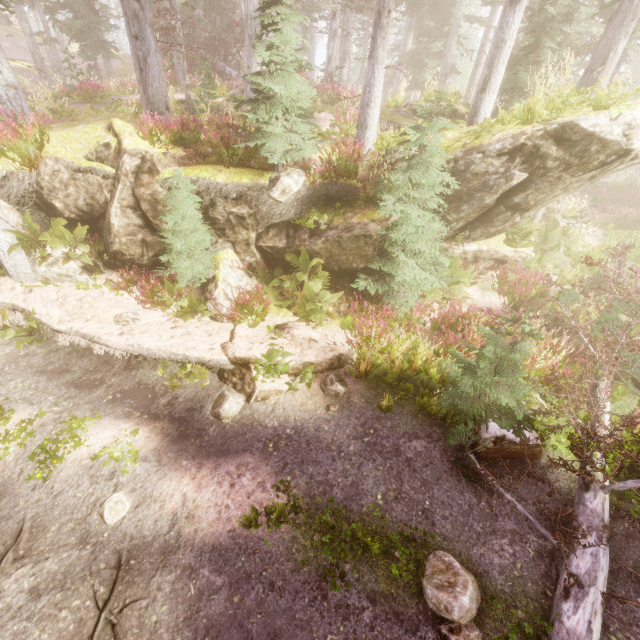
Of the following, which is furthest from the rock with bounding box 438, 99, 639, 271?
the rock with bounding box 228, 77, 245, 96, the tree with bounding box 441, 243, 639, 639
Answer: the rock with bounding box 228, 77, 245, 96

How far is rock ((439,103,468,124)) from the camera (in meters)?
13.09

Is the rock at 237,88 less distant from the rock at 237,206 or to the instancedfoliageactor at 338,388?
the instancedfoliageactor at 338,388

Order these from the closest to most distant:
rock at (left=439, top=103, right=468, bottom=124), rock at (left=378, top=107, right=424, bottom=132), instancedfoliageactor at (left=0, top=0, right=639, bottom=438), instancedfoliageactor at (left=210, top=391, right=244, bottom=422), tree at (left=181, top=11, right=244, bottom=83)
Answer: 1. instancedfoliageactor at (left=210, top=391, right=244, bottom=422)
2. instancedfoliageactor at (left=0, top=0, right=639, bottom=438)
3. rock at (left=378, top=107, right=424, bottom=132)
4. rock at (left=439, top=103, right=468, bottom=124)
5. tree at (left=181, top=11, right=244, bottom=83)

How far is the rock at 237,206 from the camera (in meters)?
8.37

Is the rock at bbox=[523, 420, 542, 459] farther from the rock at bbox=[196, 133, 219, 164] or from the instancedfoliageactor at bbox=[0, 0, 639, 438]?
the rock at bbox=[196, 133, 219, 164]

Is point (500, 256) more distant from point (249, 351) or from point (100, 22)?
point (100, 22)
